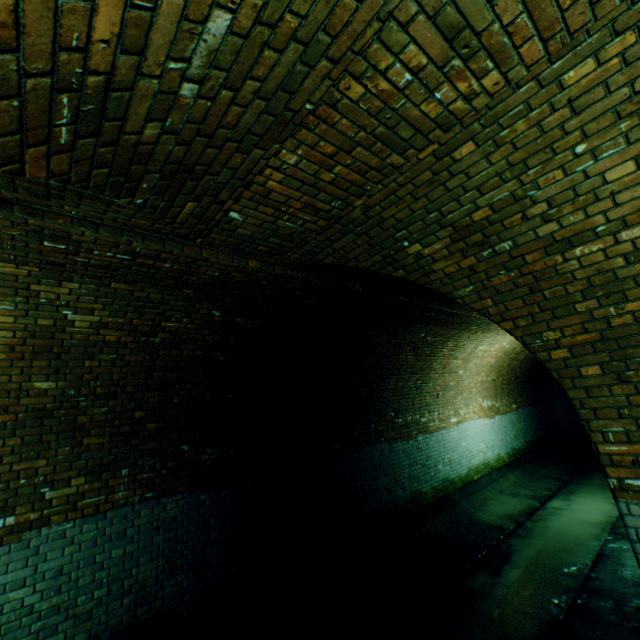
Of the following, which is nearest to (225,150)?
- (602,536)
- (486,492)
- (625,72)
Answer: (625,72)

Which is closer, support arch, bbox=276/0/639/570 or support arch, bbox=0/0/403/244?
support arch, bbox=0/0/403/244

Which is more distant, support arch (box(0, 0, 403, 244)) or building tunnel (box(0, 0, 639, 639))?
building tunnel (box(0, 0, 639, 639))

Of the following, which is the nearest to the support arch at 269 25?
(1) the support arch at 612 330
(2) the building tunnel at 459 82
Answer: (2) the building tunnel at 459 82

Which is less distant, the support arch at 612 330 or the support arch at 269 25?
the support arch at 269 25

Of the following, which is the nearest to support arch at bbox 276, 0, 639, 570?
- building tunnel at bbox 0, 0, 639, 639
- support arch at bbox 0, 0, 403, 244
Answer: building tunnel at bbox 0, 0, 639, 639

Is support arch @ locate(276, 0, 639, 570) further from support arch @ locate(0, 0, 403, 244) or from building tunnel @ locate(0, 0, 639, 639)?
support arch @ locate(0, 0, 403, 244)
